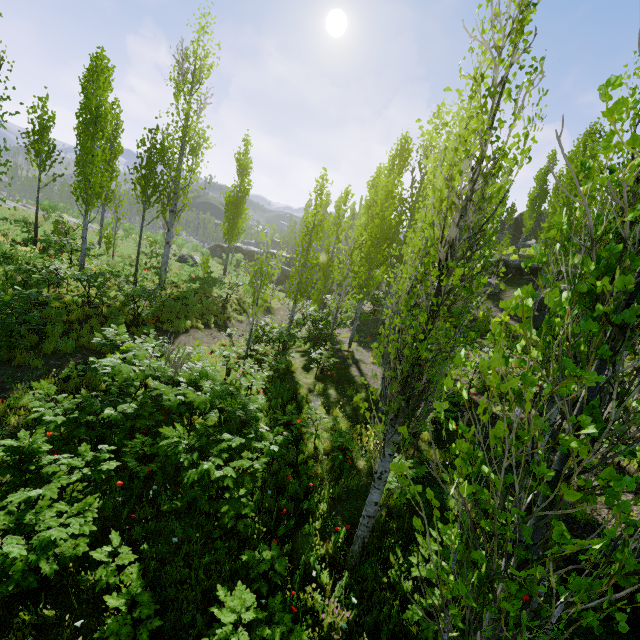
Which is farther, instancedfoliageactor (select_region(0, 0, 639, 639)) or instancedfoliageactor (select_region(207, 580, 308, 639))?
instancedfoliageactor (select_region(207, 580, 308, 639))

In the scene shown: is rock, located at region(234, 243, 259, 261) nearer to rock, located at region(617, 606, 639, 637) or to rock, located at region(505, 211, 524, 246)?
rock, located at region(505, 211, 524, 246)

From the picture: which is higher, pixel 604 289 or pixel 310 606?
pixel 604 289

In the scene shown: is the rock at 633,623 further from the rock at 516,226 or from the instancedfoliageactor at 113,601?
the rock at 516,226

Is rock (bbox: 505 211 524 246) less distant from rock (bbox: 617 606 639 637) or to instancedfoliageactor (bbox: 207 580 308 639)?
instancedfoliageactor (bbox: 207 580 308 639)

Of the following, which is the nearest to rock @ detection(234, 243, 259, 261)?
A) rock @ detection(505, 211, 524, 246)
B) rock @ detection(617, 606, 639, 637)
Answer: rock @ detection(505, 211, 524, 246)

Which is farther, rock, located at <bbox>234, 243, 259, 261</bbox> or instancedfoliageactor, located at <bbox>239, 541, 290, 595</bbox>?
rock, located at <bbox>234, 243, 259, 261</bbox>

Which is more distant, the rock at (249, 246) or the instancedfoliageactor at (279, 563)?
the rock at (249, 246)
